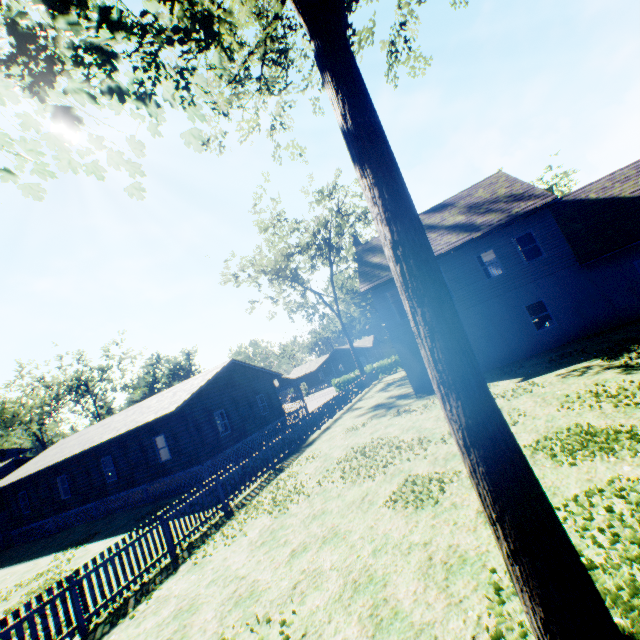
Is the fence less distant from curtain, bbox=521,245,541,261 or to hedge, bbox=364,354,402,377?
hedge, bbox=364,354,402,377

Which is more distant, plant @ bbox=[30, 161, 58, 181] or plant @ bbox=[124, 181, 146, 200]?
plant @ bbox=[124, 181, 146, 200]

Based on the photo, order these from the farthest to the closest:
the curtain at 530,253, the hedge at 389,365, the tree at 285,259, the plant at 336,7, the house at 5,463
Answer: the hedge at 389,365 < the tree at 285,259 < the house at 5,463 < the curtain at 530,253 < the plant at 336,7

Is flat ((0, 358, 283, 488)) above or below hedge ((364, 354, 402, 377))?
above

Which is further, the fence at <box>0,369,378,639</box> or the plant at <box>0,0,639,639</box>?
the fence at <box>0,369,378,639</box>

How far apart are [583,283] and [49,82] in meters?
21.2

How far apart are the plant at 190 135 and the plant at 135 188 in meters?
1.6

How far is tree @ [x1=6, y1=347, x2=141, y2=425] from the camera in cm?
4934
